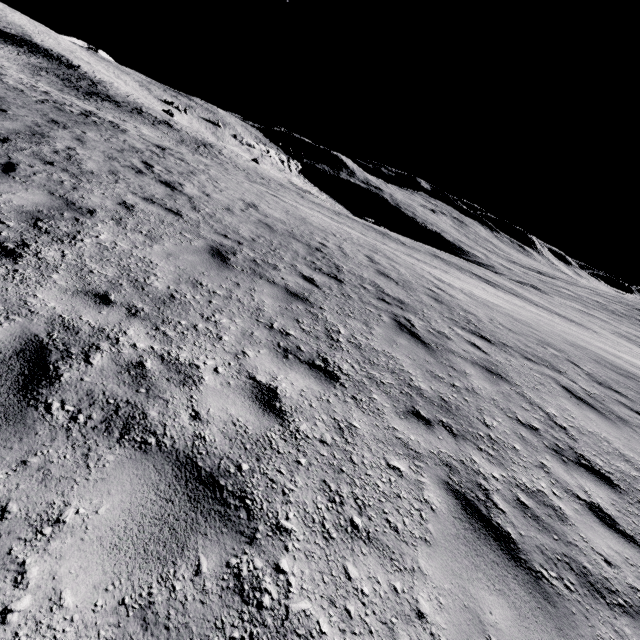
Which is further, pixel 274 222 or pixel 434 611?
pixel 274 222
